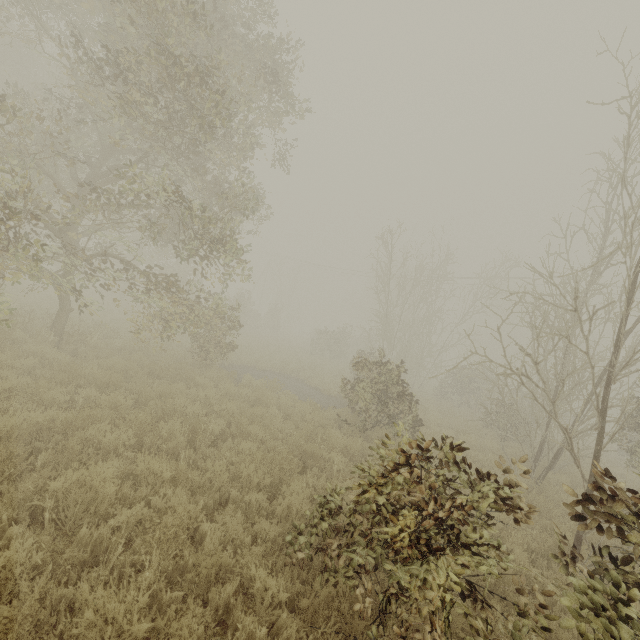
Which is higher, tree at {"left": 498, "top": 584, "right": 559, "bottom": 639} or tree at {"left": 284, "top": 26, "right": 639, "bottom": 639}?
tree at {"left": 284, "top": 26, "right": 639, "bottom": 639}

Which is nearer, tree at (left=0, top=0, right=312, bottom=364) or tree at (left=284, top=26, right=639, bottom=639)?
tree at (left=284, top=26, right=639, bottom=639)

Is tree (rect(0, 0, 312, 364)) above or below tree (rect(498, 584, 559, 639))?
above

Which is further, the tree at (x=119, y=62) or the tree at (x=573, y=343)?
the tree at (x=119, y=62)

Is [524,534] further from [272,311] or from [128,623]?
[272,311]
